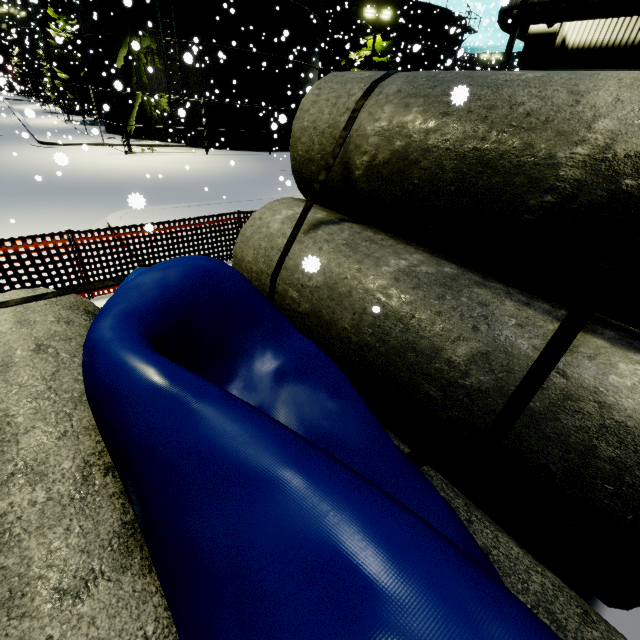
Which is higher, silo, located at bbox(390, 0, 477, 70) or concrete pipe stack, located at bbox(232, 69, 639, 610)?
silo, located at bbox(390, 0, 477, 70)

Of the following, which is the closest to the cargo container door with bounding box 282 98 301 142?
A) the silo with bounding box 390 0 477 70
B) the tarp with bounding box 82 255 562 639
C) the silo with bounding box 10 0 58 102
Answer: the silo with bounding box 10 0 58 102

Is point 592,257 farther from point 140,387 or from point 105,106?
point 105,106

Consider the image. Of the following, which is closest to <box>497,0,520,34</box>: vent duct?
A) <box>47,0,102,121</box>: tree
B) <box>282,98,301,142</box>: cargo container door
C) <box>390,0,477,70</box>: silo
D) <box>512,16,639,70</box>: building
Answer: <box>512,16,639,70</box>: building

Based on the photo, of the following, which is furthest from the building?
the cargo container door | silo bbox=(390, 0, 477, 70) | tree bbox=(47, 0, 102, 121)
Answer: silo bbox=(390, 0, 477, 70)

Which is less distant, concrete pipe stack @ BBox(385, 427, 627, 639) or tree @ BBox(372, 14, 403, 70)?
concrete pipe stack @ BBox(385, 427, 627, 639)

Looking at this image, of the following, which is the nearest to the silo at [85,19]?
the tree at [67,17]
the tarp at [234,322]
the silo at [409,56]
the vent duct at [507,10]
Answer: the tree at [67,17]

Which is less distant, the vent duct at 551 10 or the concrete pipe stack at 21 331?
the concrete pipe stack at 21 331
